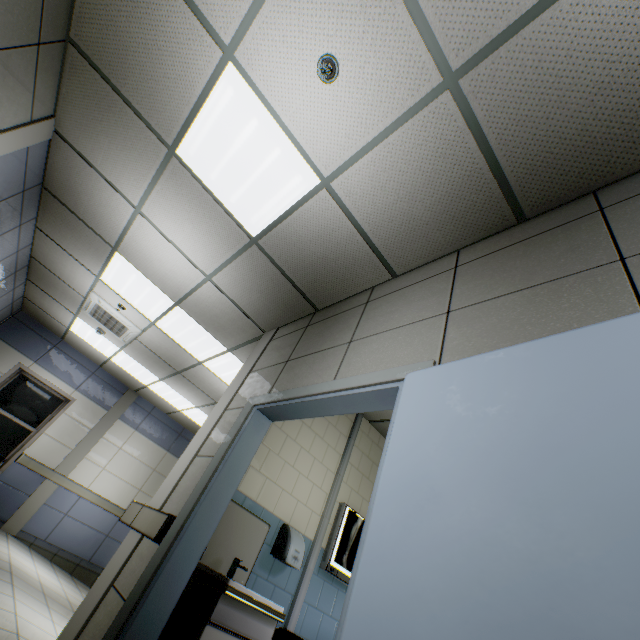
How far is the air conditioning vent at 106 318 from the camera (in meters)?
5.26

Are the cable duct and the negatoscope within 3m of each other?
yes

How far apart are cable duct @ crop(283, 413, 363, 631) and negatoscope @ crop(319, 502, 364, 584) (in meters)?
0.11

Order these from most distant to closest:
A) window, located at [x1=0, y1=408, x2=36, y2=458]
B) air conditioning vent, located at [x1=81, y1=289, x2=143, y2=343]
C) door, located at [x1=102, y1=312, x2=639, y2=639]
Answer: window, located at [x1=0, y1=408, x2=36, y2=458], air conditioning vent, located at [x1=81, y1=289, x2=143, y2=343], door, located at [x1=102, y1=312, x2=639, y2=639]

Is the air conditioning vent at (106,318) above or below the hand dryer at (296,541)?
above

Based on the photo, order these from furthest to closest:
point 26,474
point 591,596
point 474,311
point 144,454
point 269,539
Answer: point 144,454 → point 26,474 → point 269,539 → point 474,311 → point 591,596

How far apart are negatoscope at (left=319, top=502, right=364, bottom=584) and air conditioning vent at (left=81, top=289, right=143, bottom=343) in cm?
417

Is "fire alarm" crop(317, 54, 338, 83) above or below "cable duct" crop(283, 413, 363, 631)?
above
